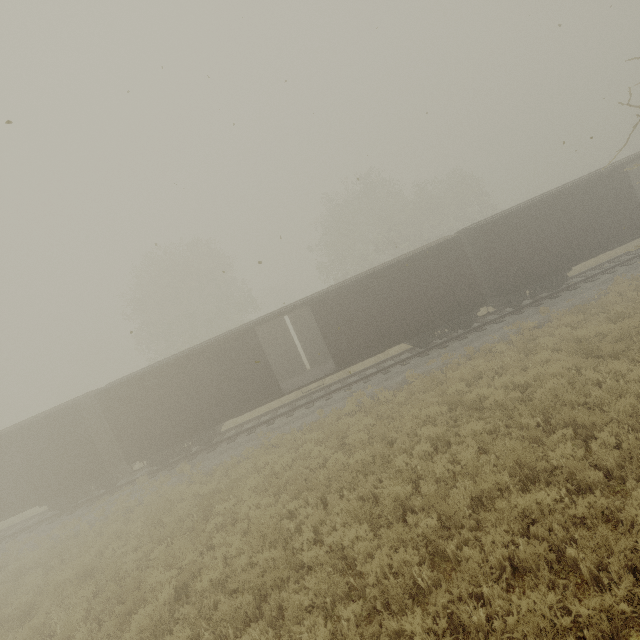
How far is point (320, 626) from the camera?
4.75m
